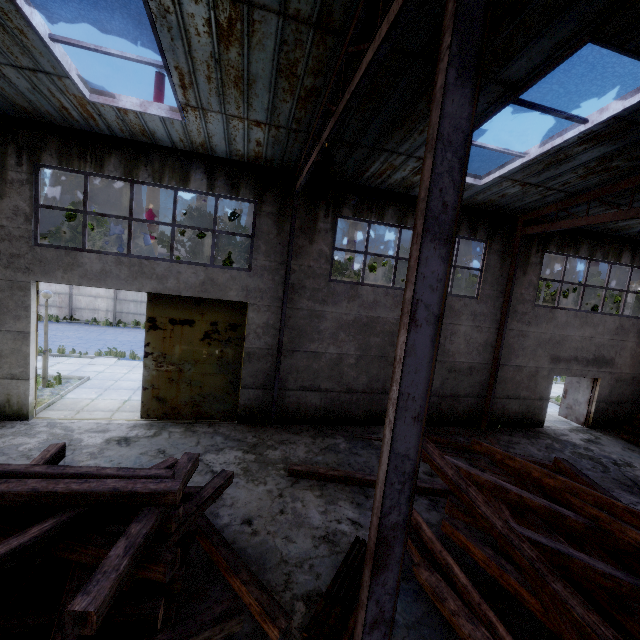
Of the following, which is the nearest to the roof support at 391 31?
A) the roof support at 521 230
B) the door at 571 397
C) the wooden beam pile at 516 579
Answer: the wooden beam pile at 516 579

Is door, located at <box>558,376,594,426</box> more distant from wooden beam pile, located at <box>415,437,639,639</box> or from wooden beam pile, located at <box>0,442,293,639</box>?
wooden beam pile, located at <box>0,442,293,639</box>

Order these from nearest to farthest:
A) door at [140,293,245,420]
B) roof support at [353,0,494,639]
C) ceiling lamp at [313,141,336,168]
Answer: roof support at [353,0,494,639] → ceiling lamp at [313,141,336,168] → door at [140,293,245,420]

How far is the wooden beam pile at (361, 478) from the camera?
7.68m

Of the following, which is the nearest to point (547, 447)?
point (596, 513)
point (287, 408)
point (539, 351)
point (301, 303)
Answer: point (539, 351)

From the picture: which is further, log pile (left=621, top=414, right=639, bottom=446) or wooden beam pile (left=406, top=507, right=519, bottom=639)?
log pile (left=621, top=414, right=639, bottom=446)

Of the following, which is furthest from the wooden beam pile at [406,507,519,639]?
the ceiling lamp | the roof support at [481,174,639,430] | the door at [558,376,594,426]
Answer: the door at [558,376,594,426]

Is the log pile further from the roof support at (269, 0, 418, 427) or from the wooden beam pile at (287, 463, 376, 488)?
the roof support at (269, 0, 418, 427)
